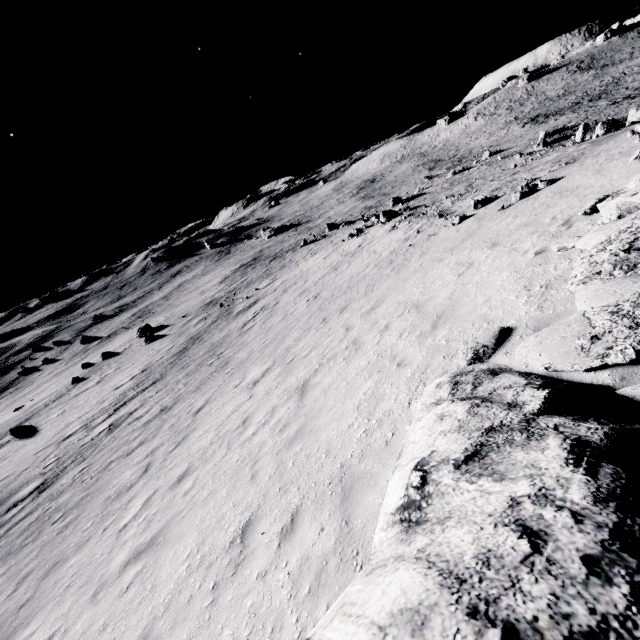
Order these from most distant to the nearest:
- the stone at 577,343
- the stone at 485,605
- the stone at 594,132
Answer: the stone at 594,132 < the stone at 577,343 < the stone at 485,605

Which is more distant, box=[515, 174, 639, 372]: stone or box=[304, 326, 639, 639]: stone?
box=[515, 174, 639, 372]: stone

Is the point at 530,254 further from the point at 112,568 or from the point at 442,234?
the point at 112,568

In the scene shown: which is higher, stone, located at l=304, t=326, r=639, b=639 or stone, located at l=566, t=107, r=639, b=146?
stone, located at l=304, t=326, r=639, b=639

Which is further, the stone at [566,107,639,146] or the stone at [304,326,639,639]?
the stone at [566,107,639,146]

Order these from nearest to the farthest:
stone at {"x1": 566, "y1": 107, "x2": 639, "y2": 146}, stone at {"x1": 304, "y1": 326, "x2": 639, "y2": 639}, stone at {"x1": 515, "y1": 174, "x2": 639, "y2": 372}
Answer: stone at {"x1": 304, "y1": 326, "x2": 639, "y2": 639}
stone at {"x1": 515, "y1": 174, "x2": 639, "y2": 372}
stone at {"x1": 566, "y1": 107, "x2": 639, "y2": 146}

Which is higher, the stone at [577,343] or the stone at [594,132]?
the stone at [577,343]
